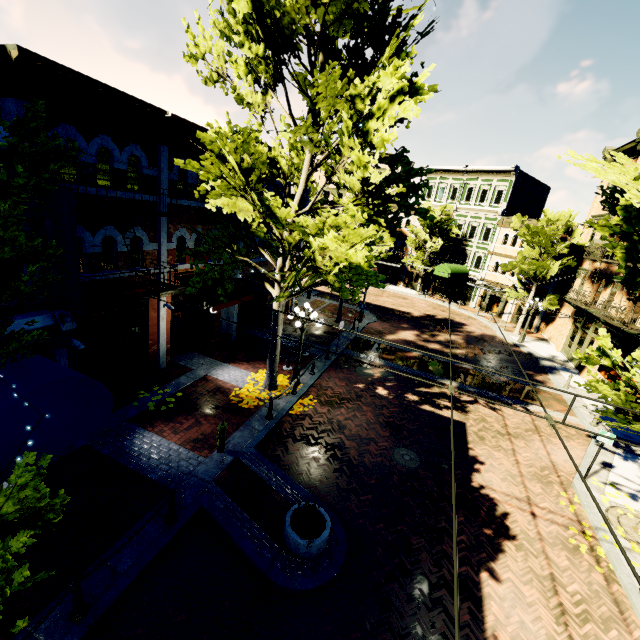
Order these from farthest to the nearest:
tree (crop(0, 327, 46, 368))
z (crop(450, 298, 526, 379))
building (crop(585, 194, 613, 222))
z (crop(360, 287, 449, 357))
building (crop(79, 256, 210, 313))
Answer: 1. building (crop(585, 194, 613, 222))
2. z (crop(360, 287, 449, 357))
3. z (crop(450, 298, 526, 379))
4. building (crop(79, 256, 210, 313))
5. tree (crop(0, 327, 46, 368))

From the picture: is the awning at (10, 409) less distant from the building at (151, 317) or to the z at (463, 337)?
the building at (151, 317)

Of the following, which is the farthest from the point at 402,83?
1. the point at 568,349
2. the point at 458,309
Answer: the point at 458,309

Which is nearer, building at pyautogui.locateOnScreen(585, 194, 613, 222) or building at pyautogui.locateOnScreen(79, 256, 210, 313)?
building at pyautogui.locateOnScreen(79, 256, 210, 313)

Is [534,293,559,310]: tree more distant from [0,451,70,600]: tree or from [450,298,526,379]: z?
[450,298,526,379]: z

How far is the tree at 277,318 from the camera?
11.7m

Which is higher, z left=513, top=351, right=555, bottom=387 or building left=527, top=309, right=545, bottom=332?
building left=527, top=309, right=545, bottom=332

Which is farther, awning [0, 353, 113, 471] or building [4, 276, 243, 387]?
building [4, 276, 243, 387]
